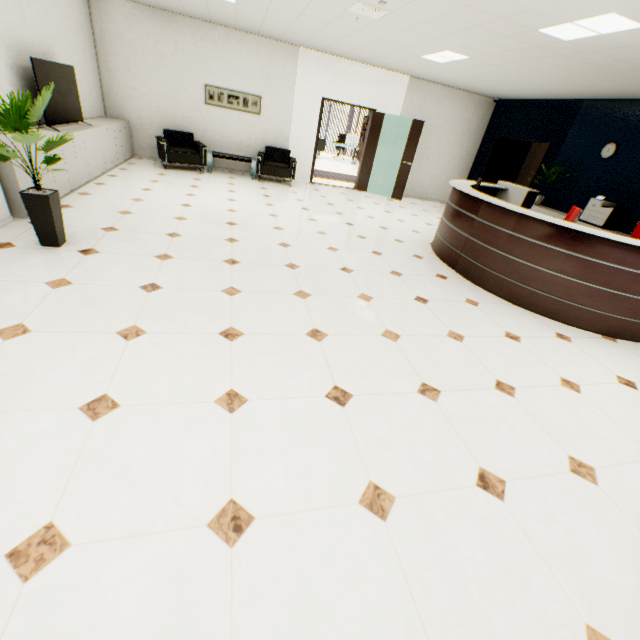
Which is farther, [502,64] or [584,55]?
[502,64]

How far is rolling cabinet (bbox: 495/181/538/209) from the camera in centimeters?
616cm

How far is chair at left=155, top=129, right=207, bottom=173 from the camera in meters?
7.4

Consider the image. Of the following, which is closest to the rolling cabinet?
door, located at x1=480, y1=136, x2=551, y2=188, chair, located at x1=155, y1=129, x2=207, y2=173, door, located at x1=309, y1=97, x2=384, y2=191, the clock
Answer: door, located at x1=480, y1=136, x2=551, y2=188

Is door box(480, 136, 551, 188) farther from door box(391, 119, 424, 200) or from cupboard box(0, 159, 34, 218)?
cupboard box(0, 159, 34, 218)

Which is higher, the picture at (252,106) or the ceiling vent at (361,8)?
the ceiling vent at (361,8)

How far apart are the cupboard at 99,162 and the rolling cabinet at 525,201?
7.8 meters

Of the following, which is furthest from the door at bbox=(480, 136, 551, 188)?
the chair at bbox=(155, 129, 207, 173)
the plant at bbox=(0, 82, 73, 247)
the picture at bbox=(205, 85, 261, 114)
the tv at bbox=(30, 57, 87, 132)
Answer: the tv at bbox=(30, 57, 87, 132)
